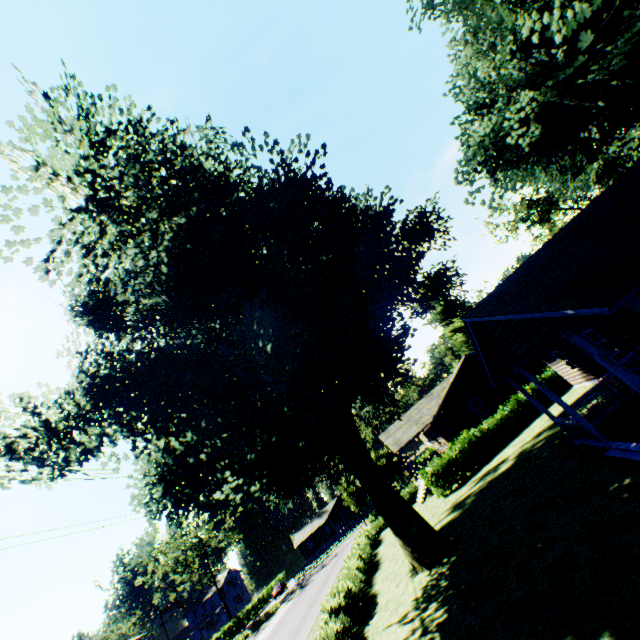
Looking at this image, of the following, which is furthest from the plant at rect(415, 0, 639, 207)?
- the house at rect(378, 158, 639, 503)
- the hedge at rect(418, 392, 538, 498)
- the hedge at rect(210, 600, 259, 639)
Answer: the hedge at rect(210, 600, 259, 639)

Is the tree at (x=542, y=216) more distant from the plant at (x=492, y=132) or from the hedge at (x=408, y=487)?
the hedge at (x=408, y=487)

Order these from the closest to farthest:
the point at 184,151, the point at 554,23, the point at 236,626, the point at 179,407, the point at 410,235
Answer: the point at 184,151, the point at 179,407, the point at 554,23, the point at 410,235, the point at 236,626

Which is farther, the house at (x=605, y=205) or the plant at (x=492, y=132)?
the plant at (x=492, y=132)

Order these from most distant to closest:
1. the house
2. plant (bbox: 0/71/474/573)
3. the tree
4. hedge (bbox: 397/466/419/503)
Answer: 1. the tree
2. hedge (bbox: 397/466/419/503)
3. plant (bbox: 0/71/474/573)
4. the house

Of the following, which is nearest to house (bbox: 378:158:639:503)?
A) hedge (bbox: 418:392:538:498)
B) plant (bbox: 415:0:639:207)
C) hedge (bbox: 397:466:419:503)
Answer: plant (bbox: 415:0:639:207)

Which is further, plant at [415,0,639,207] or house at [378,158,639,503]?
plant at [415,0,639,207]
